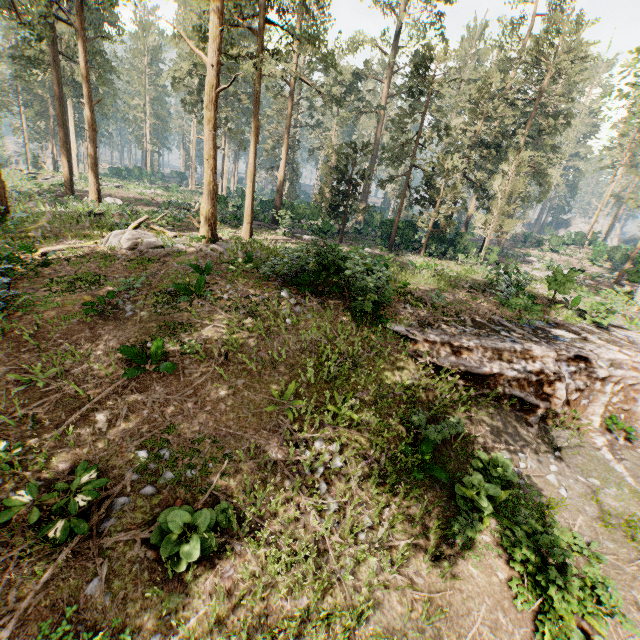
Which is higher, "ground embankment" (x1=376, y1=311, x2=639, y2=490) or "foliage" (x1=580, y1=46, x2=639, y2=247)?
"foliage" (x1=580, y1=46, x2=639, y2=247)

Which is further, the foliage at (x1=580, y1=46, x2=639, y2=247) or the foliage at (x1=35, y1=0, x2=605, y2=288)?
the foliage at (x1=35, y1=0, x2=605, y2=288)

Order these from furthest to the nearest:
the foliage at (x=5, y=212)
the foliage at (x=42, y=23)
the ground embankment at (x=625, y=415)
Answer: the foliage at (x=42, y=23)
the ground embankment at (x=625, y=415)
the foliage at (x=5, y=212)

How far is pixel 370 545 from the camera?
6.5m

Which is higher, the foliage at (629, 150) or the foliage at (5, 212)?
the foliage at (629, 150)

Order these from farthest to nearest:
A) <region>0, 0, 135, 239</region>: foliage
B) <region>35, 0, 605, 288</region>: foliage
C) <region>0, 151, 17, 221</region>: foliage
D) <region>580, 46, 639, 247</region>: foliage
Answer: <region>0, 0, 135, 239</region>: foliage → <region>35, 0, 605, 288</region>: foliage → <region>580, 46, 639, 247</region>: foliage → <region>0, 151, 17, 221</region>: foliage

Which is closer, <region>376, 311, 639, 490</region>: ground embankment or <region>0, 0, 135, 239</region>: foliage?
<region>376, 311, 639, 490</region>: ground embankment
